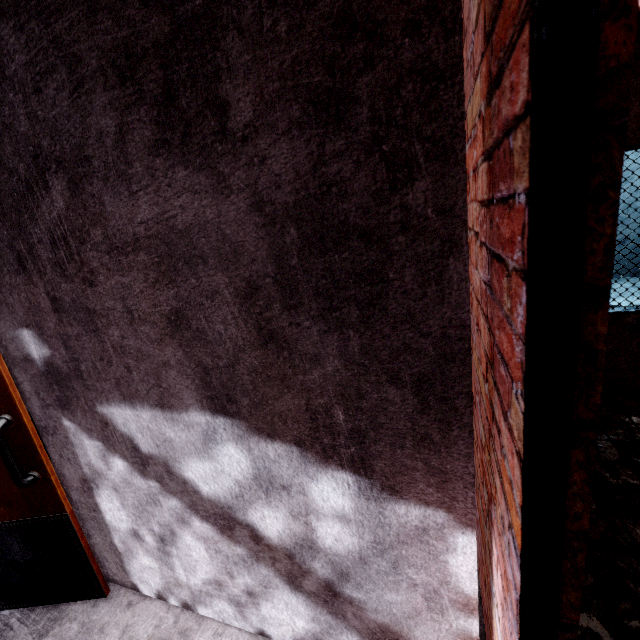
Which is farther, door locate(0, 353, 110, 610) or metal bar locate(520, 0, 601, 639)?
door locate(0, 353, 110, 610)

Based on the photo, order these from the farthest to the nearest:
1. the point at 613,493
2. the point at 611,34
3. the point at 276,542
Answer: the point at 613,493 → the point at 276,542 → the point at 611,34

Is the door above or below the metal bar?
below

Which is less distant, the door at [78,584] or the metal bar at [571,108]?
the metal bar at [571,108]

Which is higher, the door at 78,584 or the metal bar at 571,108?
the metal bar at 571,108
